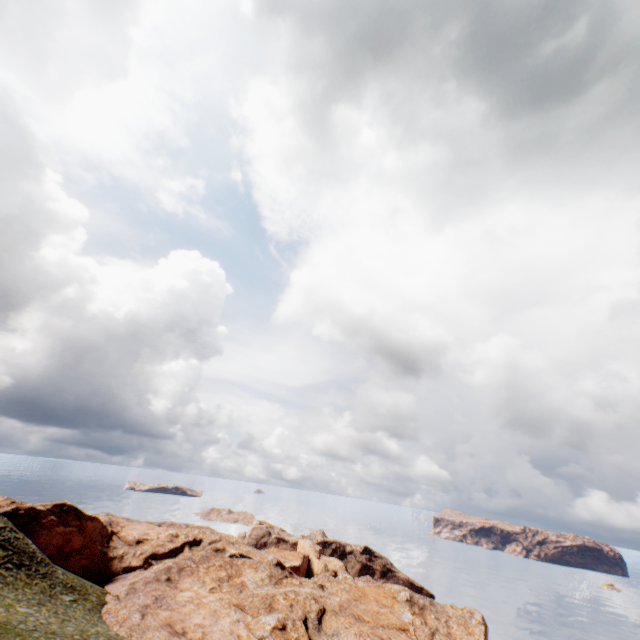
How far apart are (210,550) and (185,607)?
26.7m
